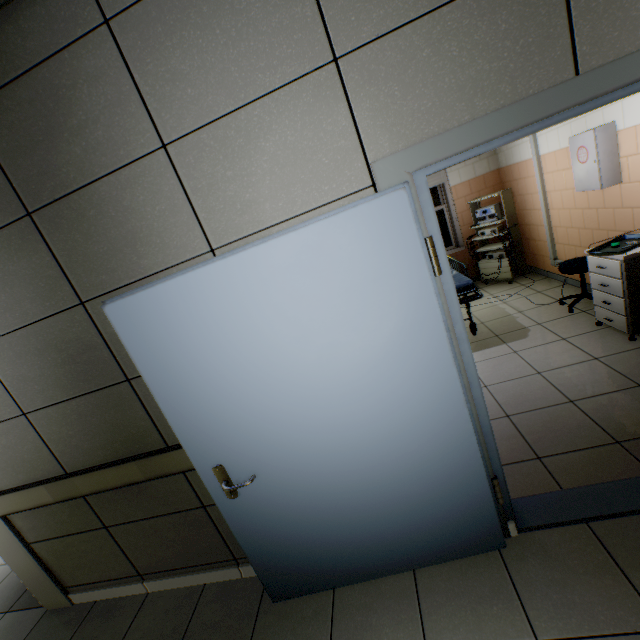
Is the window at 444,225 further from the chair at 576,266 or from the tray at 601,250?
the tray at 601,250

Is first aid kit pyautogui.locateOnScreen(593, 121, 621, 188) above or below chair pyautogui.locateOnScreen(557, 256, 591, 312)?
above

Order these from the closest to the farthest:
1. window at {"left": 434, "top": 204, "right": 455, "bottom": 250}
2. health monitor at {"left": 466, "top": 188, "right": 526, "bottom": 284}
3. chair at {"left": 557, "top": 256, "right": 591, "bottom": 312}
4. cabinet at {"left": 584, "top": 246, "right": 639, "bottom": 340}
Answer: cabinet at {"left": 584, "top": 246, "right": 639, "bottom": 340} < chair at {"left": 557, "top": 256, "right": 591, "bottom": 312} < health monitor at {"left": 466, "top": 188, "right": 526, "bottom": 284} < window at {"left": 434, "top": 204, "right": 455, "bottom": 250}

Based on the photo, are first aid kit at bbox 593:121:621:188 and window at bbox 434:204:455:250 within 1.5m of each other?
no

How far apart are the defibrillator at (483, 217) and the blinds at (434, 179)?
0.8 meters

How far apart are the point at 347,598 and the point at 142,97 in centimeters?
281cm

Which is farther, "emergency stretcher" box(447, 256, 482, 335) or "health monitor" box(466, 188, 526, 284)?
"health monitor" box(466, 188, 526, 284)

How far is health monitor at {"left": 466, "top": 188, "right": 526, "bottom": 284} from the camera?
5.2 meters
